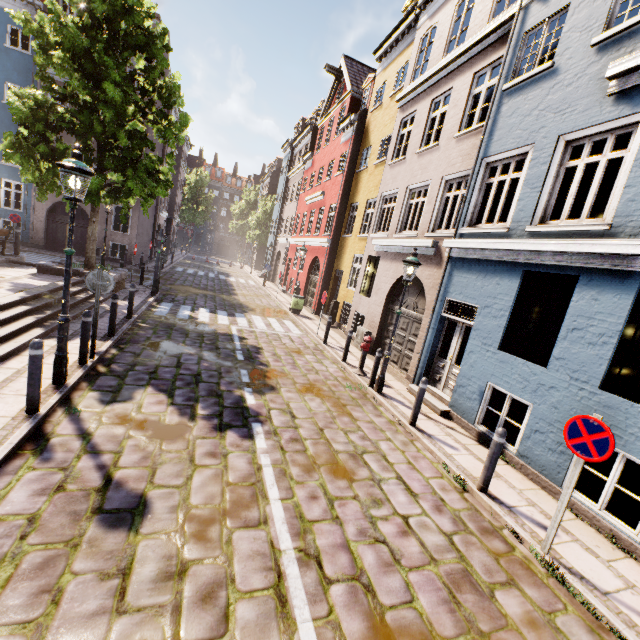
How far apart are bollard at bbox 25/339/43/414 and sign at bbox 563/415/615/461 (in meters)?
7.22

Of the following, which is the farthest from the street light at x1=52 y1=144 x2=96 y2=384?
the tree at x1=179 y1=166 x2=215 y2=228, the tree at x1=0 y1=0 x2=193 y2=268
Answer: the tree at x1=179 y1=166 x2=215 y2=228

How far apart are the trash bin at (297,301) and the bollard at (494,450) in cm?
1326

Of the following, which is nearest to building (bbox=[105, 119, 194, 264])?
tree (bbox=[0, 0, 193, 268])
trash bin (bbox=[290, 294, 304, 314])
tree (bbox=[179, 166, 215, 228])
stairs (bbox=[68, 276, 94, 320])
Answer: trash bin (bbox=[290, 294, 304, 314])

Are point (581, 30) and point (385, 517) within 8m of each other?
no

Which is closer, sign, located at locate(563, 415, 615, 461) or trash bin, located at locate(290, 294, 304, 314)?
sign, located at locate(563, 415, 615, 461)

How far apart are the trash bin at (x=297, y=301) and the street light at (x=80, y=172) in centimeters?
1232cm

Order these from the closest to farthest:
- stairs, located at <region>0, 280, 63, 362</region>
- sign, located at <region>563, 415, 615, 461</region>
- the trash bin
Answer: sign, located at <region>563, 415, 615, 461</region>
stairs, located at <region>0, 280, 63, 362</region>
the trash bin
